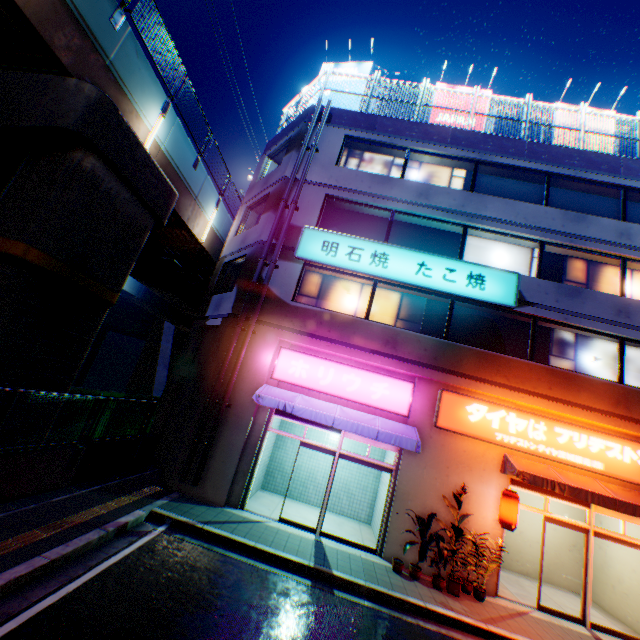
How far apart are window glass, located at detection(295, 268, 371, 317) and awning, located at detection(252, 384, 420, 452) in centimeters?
295cm

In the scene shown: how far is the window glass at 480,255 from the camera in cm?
1194

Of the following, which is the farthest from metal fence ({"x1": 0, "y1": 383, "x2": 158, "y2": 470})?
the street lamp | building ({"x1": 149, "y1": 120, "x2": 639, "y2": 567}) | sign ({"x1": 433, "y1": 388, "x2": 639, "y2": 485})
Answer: the street lamp

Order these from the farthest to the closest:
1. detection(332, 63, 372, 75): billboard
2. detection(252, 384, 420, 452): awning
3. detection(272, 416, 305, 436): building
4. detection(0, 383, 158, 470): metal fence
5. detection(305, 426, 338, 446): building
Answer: detection(332, 63, 372, 75): billboard, detection(305, 426, 338, 446): building, detection(272, 416, 305, 436): building, detection(252, 384, 420, 452): awning, detection(0, 383, 158, 470): metal fence

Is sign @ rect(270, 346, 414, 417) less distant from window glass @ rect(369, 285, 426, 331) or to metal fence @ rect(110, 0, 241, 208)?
window glass @ rect(369, 285, 426, 331)

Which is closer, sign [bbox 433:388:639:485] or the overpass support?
the overpass support

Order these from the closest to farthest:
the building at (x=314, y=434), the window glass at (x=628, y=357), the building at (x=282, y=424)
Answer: the window glass at (x=628, y=357)
the building at (x=282, y=424)
the building at (x=314, y=434)

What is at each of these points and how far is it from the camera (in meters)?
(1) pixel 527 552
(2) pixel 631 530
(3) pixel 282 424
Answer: (1) building, 11.63
(2) building, 10.08
(3) building, 13.32
